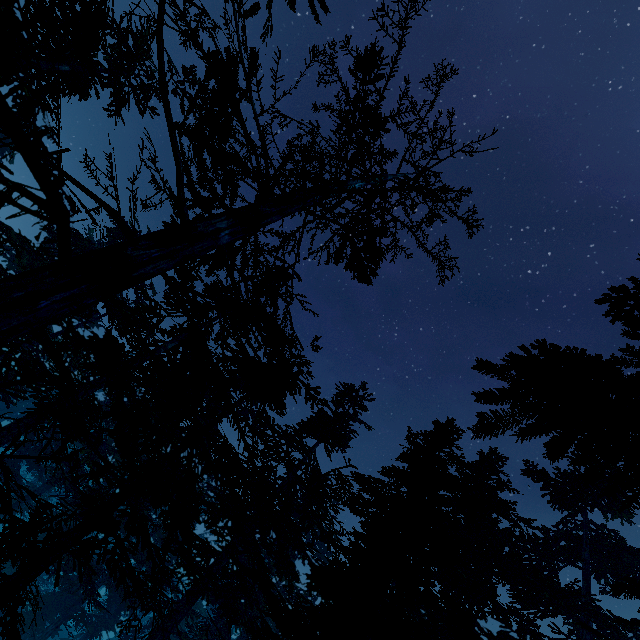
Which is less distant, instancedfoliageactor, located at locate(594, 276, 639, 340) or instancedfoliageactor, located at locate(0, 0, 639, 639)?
instancedfoliageactor, located at locate(0, 0, 639, 639)

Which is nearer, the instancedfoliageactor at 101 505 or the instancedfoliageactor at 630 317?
the instancedfoliageactor at 101 505

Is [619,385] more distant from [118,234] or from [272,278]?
[118,234]
